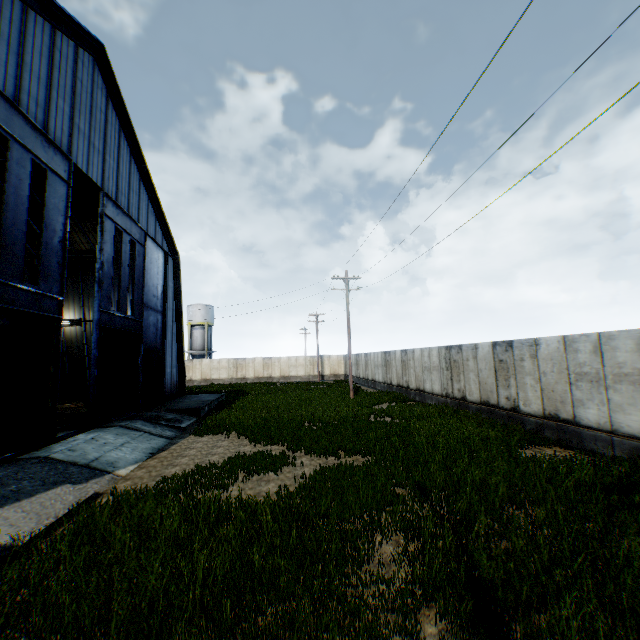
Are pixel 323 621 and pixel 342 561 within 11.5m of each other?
yes

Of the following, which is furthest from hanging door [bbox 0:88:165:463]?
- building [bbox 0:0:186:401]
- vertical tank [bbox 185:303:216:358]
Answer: vertical tank [bbox 185:303:216:358]

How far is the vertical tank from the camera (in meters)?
51.31

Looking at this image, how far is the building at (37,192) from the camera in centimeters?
1906cm

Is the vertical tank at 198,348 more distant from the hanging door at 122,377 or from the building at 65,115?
the hanging door at 122,377

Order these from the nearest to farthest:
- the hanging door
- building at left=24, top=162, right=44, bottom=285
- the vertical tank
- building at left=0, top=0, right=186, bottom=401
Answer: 1. the hanging door
2. building at left=0, top=0, right=186, bottom=401
3. building at left=24, top=162, right=44, bottom=285
4. the vertical tank
